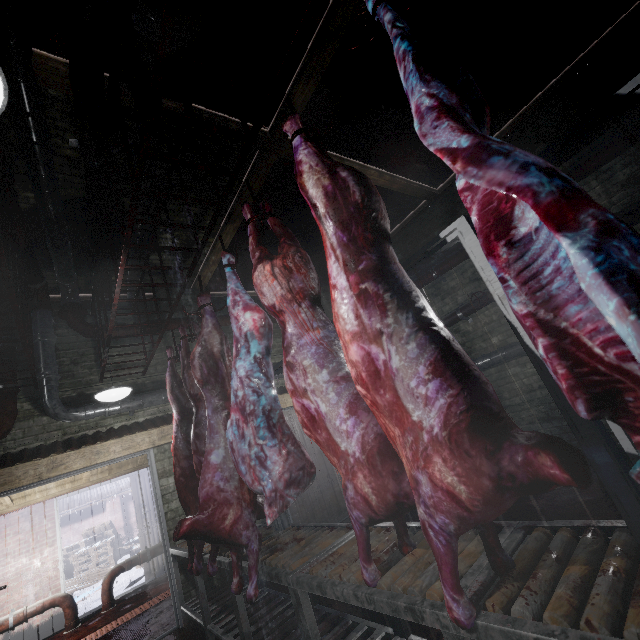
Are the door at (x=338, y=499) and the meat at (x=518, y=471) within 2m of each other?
no

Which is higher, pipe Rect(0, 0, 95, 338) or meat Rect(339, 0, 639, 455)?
pipe Rect(0, 0, 95, 338)

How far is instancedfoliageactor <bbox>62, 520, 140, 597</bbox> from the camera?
8.8m

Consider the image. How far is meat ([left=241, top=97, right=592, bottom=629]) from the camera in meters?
0.8 m

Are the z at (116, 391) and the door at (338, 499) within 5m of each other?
yes

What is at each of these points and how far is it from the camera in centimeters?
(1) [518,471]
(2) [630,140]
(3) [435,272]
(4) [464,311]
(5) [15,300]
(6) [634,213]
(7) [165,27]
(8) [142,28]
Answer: (1) meat, 80cm
(2) pipe, 345cm
(3) pipe, 526cm
(4) pipe, 496cm
(5) rig, 234cm
(6) pipe, 347cm
(7) rig, 121cm
(8) pipe, 208cm

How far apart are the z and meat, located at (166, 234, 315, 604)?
0.8m

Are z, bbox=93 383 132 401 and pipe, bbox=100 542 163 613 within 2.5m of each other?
no
